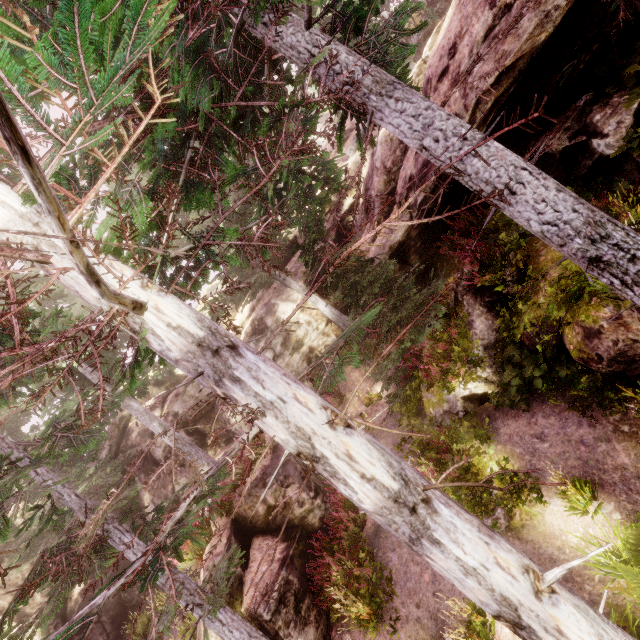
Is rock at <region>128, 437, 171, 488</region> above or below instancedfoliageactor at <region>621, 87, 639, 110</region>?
above

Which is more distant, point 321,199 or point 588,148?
point 321,199

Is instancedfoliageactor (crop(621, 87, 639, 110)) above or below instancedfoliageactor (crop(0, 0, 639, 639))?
above

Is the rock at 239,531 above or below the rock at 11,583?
below

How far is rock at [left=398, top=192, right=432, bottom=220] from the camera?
9.7 meters

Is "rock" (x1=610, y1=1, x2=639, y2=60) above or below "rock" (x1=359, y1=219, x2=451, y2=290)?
below

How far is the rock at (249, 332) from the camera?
16.6m

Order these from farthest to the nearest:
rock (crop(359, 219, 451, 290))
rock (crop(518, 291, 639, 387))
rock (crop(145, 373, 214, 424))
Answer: rock (crop(145, 373, 214, 424)) < rock (crop(359, 219, 451, 290)) < rock (crop(518, 291, 639, 387))
